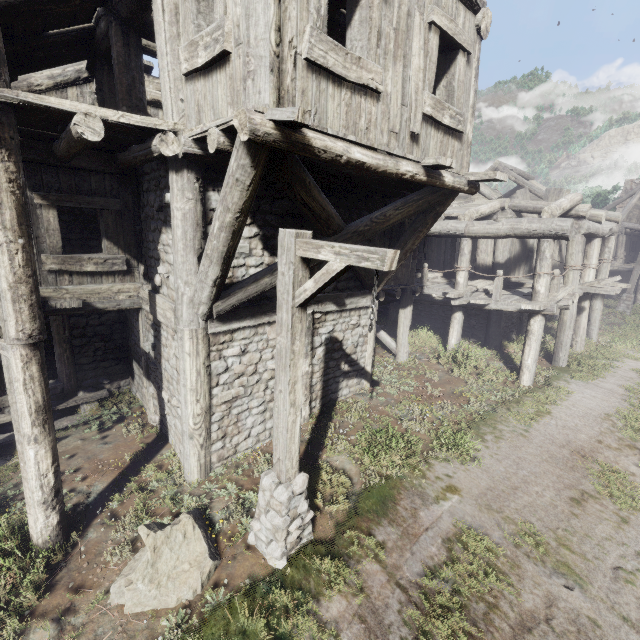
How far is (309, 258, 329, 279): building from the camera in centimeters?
586cm

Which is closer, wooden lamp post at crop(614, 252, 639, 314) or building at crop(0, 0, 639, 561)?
building at crop(0, 0, 639, 561)

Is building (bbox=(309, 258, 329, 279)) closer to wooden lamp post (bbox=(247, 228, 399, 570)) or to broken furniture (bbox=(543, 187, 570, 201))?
broken furniture (bbox=(543, 187, 570, 201))

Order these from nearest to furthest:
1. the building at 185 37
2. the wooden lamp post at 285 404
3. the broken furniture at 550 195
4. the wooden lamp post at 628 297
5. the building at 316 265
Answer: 1. the wooden lamp post at 285 404
2. the building at 185 37
3. the building at 316 265
4. the broken furniture at 550 195
5. the wooden lamp post at 628 297

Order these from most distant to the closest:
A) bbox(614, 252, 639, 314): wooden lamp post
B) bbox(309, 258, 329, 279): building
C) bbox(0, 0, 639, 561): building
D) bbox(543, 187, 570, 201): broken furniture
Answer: bbox(614, 252, 639, 314): wooden lamp post → bbox(543, 187, 570, 201): broken furniture → bbox(309, 258, 329, 279): building → bbox(0, 0, 639, 561): building

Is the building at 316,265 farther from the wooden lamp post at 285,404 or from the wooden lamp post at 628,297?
the wooden lamp post at 628,297

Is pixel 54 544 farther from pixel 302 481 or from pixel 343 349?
pixel 343 349
